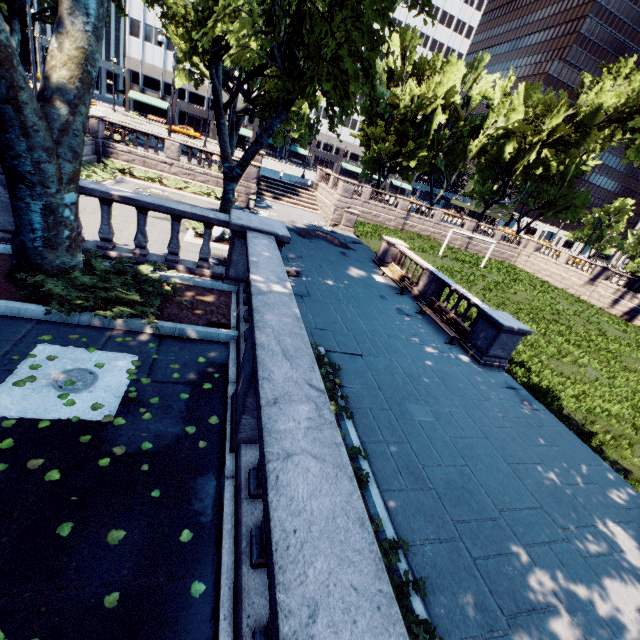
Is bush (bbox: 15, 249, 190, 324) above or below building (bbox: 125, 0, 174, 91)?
below

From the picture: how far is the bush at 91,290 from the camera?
5.2 meters

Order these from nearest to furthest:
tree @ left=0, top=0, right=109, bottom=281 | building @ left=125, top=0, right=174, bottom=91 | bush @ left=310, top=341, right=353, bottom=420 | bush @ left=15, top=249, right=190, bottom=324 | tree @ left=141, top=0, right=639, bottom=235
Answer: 1. tree @ left=0, top=0, right=109, bottom=281
2. bush @ left=15, top=249, right=190, bottom=324
3. bush @ left=310, top=341, right=353, bottom=420
4. tree @ left=141, top=0, right=639, bottom=235
5. building @ left=125, top=0, right=174, bottom=91

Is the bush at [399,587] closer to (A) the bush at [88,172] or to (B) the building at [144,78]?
(A) the bush at [88,172]

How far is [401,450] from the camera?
7.0m

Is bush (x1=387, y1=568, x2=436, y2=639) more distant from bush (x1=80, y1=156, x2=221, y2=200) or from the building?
the building

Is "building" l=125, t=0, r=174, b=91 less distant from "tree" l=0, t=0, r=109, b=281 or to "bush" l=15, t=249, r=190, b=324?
"tree" l=0, t=0, r=109, b=281

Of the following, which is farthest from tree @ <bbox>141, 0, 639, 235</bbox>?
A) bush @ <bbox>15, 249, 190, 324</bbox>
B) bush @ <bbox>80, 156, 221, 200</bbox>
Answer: bush @ <bbox>80, 156, 221, 200</bbox>
